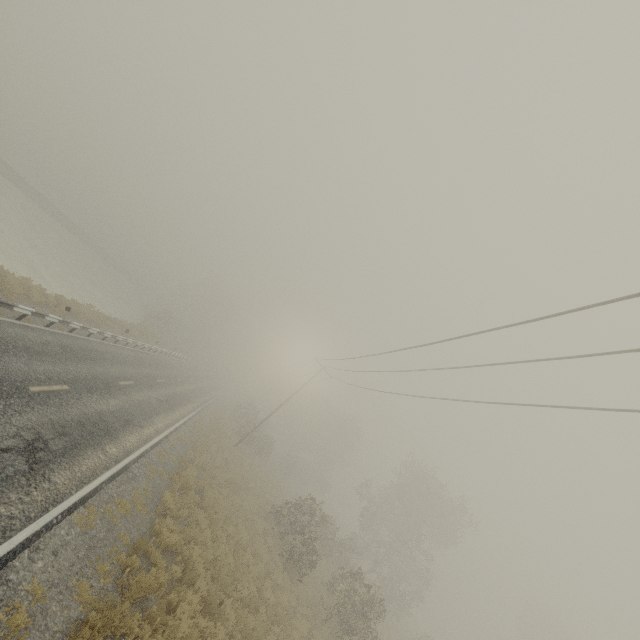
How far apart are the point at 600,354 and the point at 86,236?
73.0m
